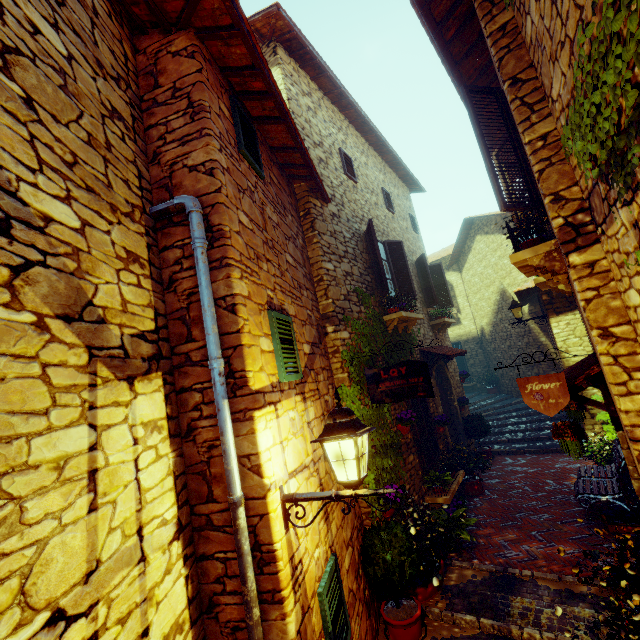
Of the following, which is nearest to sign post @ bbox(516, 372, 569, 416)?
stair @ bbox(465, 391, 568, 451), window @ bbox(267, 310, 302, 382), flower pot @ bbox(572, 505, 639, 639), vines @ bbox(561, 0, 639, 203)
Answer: flower pot @ bbox(572, 505, 639, 639)

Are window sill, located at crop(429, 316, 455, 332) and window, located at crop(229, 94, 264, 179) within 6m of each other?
no

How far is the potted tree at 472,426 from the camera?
9.4 meters

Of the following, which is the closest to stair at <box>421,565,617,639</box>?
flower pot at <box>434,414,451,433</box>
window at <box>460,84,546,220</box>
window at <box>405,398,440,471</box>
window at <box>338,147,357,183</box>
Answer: window at <box>405,398,440,471</box>

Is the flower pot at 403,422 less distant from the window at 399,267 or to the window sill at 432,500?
the window sill at 432,500

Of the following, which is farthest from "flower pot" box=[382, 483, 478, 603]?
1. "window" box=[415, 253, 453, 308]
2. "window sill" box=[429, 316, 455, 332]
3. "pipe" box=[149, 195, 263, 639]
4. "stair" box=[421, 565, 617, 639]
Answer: "window" box=[415, 253, 453, 308]

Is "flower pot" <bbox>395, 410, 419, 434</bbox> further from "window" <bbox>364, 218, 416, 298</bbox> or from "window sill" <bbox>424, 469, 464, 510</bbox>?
"window" <bbox>364, 218, 416, 298</bbox>

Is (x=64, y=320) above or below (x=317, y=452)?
above
